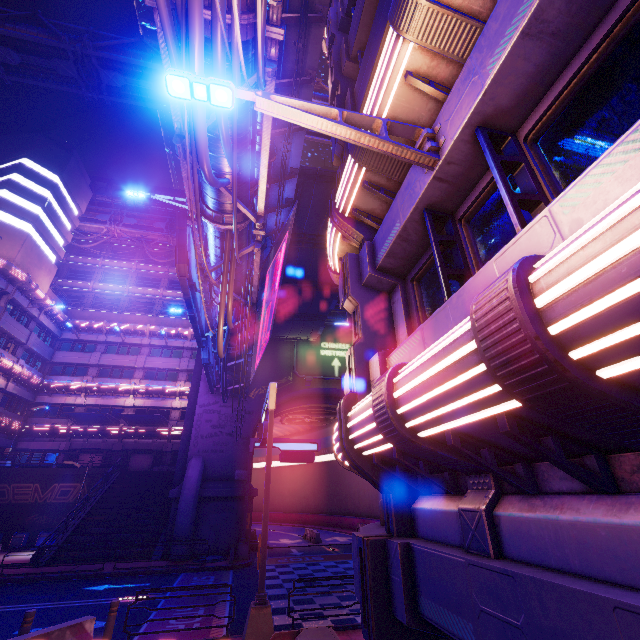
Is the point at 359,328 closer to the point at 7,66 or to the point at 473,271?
the point at 473,271

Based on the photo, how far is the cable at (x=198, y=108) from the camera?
4.92m

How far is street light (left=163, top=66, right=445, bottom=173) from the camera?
3.6m

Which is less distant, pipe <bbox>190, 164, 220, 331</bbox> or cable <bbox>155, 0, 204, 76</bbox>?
cable <bbox>155, 0, 204, 76</bbox>

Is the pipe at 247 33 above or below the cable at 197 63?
above

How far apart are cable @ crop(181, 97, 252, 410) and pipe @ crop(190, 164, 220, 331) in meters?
0.0 m

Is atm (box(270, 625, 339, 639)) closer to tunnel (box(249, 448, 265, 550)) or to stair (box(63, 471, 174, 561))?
stair (box(63, 471, 174, 561))
